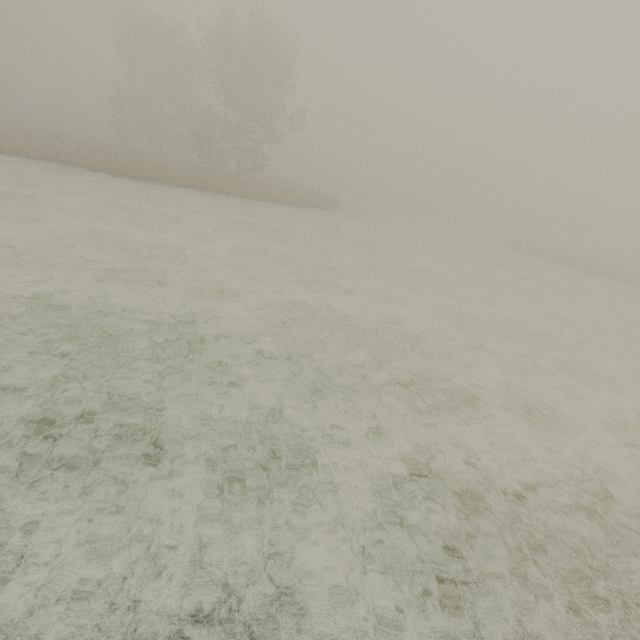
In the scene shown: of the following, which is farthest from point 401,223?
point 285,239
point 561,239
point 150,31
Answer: point 561,239
